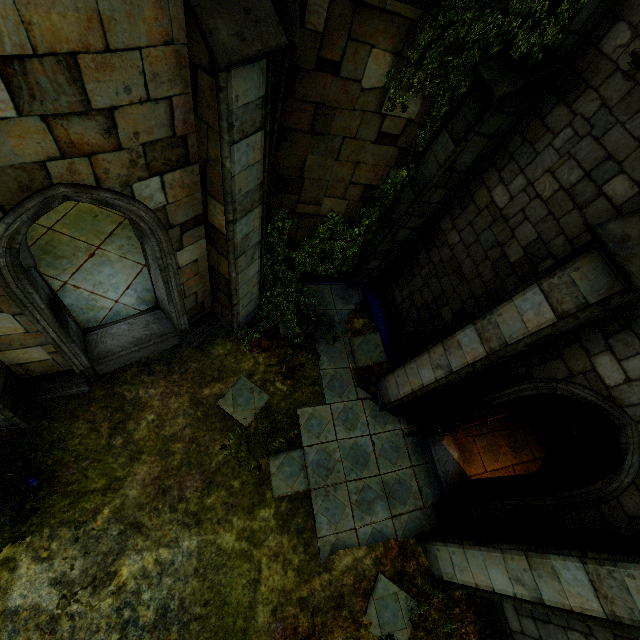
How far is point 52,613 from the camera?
4.55m

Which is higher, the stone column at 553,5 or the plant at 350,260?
the stone column at 553,5

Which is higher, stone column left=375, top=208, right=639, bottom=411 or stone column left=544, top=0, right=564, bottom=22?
stone column left=544, top=0, right=564, bottom=22

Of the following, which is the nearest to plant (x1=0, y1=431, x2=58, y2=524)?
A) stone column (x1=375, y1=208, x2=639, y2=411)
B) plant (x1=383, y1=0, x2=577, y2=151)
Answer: stone column (x1=375, y1=208, x2=639, y2=411)

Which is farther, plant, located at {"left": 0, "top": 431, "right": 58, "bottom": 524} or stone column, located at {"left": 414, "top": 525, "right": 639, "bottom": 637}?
plant, located at {"left": 0, "top": 431, "right": 58, "bottom": 524}

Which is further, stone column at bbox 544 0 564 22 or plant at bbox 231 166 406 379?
plant at bbox 231 166 406 379

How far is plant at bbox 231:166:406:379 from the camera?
7.1m

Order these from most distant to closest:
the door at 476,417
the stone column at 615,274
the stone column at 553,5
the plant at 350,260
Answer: the plant at 350,260 < the door at 476,417 < the stone column at 553,5 < the stone column at 615,274
